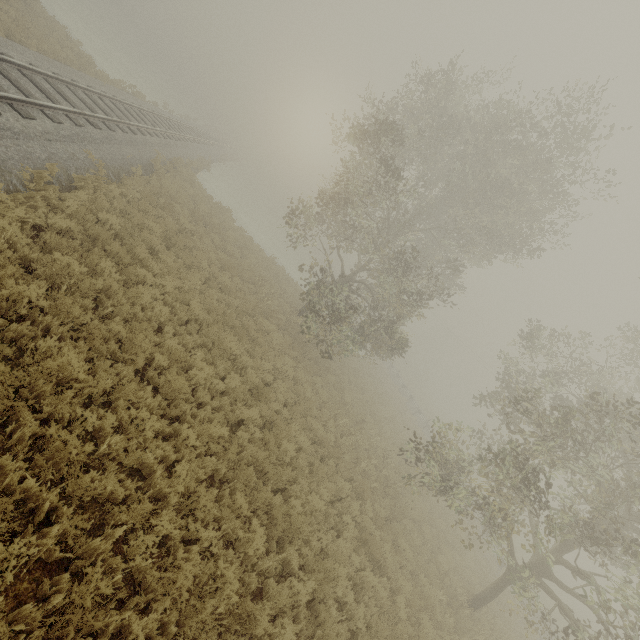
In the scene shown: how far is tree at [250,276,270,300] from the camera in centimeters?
1673cm

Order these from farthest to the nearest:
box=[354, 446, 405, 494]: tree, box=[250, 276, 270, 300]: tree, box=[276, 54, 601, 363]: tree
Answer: box=[250, 276, 270, 300]: tree < box=[276, 54, 601, 363]: tree < box=[354, 446, 405, 494]: tree

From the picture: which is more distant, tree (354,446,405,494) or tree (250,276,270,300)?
tree (250,276,270,300)

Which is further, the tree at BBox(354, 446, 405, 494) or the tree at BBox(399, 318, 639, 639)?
the tree at BBox(354, 446, 405, 494)

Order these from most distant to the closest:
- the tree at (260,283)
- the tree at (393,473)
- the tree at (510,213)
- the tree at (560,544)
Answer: the tree at (260,283), the tree at (510,213), the tree at (393,473), the tree at (560,544)

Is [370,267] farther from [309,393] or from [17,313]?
[17,313]

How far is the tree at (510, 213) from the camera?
13.9m
